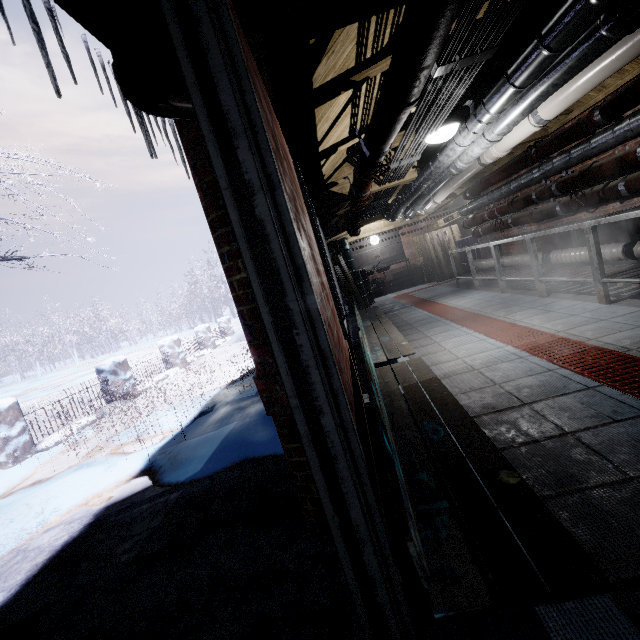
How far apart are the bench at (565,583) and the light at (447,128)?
1.93m

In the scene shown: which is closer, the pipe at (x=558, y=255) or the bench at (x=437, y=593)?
the bench at (x=437, y=593)

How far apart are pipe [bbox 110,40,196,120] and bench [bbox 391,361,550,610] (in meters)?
0.28

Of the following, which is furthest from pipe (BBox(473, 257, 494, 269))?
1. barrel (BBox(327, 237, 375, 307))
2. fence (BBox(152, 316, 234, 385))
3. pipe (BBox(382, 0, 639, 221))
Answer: fence (BBox(152, 316, 234, 385))

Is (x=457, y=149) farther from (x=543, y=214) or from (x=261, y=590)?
(x=261, y=590)

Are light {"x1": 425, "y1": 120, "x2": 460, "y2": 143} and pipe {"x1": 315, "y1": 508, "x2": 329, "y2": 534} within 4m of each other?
yes

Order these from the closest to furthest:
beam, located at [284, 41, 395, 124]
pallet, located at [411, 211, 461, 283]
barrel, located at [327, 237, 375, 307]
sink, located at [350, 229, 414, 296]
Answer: beam, located at [284, 41, 395, 124] < barrel, located at [327, 237, 375, 307] < pallet, located at [411, 211, 461, 283] < sink, located at [350, 229, 414, 296]

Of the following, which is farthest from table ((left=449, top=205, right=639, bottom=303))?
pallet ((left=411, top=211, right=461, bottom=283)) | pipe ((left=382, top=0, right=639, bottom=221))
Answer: pallet ((left=411, top=211, right=461, bottom=283))
